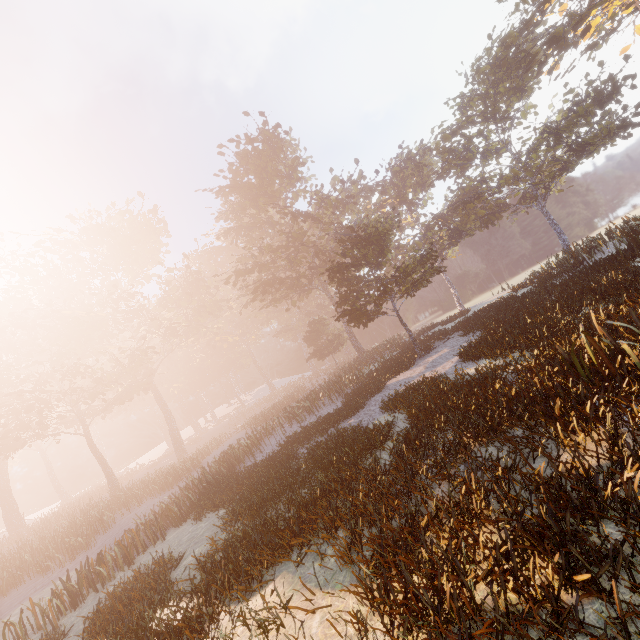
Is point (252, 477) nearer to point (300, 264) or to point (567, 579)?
point (567, 579)
